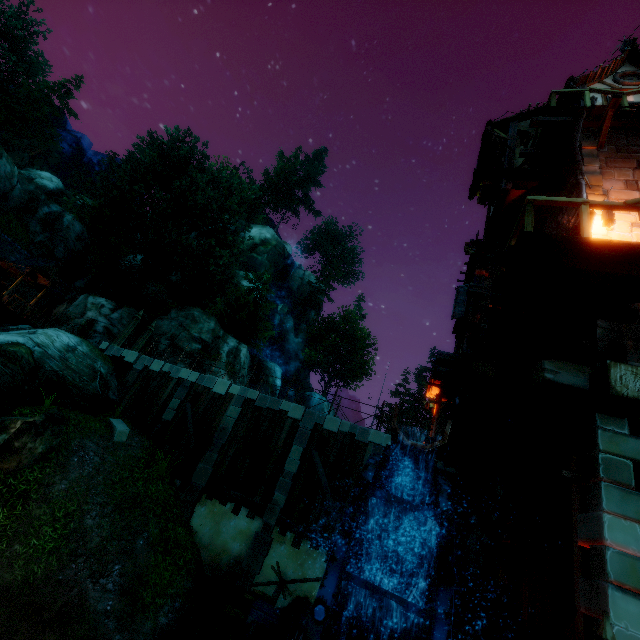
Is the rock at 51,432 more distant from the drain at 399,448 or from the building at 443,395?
the building at 443,395

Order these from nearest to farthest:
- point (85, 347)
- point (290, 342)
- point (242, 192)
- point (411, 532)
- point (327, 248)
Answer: point (411, 532) < point (85, 347) < point (290, 342) < point (242, 192) < point (327, 248)

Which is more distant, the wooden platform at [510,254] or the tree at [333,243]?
the tree at [333,243]

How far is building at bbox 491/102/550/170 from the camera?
9.7 meters

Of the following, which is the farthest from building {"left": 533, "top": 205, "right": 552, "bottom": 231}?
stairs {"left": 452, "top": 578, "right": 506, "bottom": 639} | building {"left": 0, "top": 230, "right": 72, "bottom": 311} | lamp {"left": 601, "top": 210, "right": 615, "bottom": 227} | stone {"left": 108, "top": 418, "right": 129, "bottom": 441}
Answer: building {"left": 0, "top": 230, "right": 72, "bottom": 311}

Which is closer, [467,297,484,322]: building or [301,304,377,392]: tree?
[467,297,484,322]: building

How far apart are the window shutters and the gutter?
3.4m

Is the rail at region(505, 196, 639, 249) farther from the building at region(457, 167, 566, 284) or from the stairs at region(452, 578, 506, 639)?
the stairs at region(452, 578, 506, 639)
